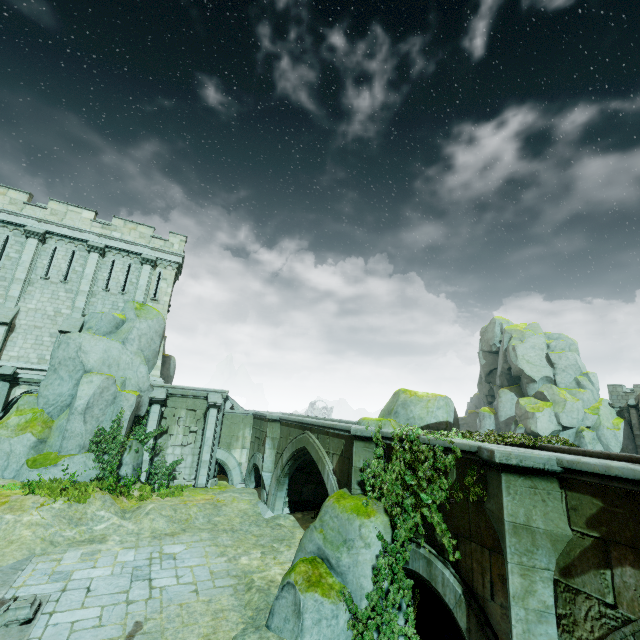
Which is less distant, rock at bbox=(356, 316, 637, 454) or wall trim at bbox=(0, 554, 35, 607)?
wall trim at bbox=(0, 554, 35, 607)

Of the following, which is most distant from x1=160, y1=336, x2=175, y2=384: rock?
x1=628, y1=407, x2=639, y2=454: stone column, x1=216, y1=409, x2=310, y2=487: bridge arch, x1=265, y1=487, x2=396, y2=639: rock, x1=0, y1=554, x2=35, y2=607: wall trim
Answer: x1=628, y1=407, x2=639, y2=454: stone column

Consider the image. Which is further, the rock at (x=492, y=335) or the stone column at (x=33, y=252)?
the stone column at (x=33, y=252)

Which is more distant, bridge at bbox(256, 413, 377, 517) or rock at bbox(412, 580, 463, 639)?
bridge at bbox(256, 413, 377, 517)

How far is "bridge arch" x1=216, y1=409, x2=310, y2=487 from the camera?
21.2m

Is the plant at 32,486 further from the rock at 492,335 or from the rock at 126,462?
the rock at 492,335

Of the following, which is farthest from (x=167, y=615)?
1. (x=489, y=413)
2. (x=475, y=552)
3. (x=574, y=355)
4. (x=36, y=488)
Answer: (x=574, y=355)

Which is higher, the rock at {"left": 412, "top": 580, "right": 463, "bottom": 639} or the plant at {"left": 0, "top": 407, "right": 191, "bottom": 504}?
the plant at {"left": 0, "top": 407, "right": 191, "bottom": 504}
